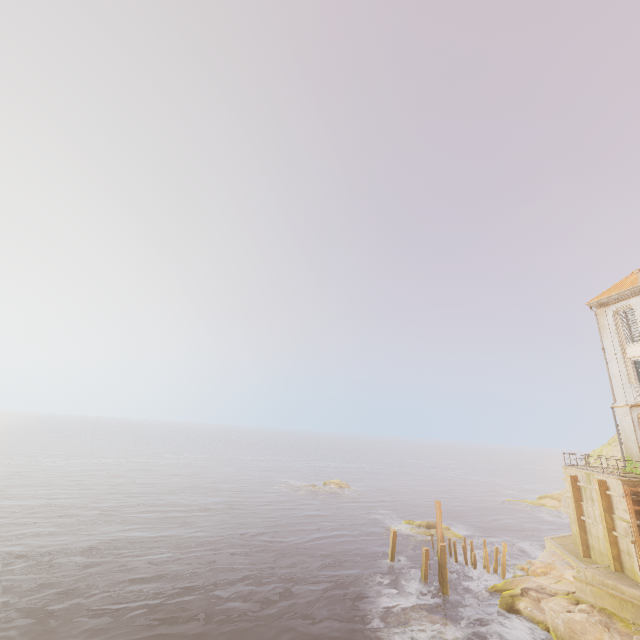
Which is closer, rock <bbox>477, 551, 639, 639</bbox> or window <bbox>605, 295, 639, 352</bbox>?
rock <bbox>477, 551, 639, 639</bbox>

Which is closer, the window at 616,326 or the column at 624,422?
the column at 624,422

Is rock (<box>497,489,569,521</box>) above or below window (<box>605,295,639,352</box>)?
below

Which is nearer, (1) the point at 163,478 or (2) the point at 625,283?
(2) the point at 625,283

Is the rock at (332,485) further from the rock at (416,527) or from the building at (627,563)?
the building at (627,563)

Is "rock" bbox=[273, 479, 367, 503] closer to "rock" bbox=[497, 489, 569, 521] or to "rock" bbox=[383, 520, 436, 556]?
"rock" bbox=[383, 520, 436, 556]

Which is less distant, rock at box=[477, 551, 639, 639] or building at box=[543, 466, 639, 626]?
rock at box=[477, 551, 639, 639]

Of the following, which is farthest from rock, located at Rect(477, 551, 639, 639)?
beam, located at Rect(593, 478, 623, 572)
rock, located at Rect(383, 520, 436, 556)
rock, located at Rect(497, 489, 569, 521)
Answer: rock, located at Rect(497, 489, 569, 521)
